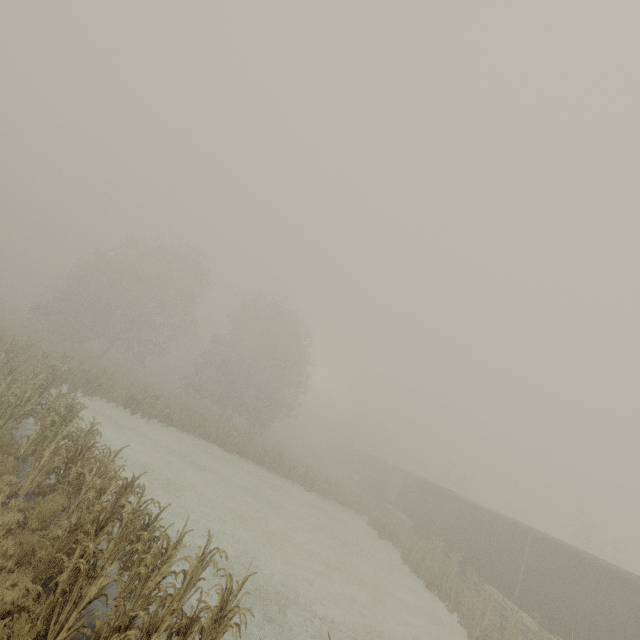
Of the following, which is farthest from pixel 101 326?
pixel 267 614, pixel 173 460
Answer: pixel 267 614

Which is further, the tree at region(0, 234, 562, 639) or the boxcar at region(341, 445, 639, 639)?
the boxcar at region(341, 445, 639, 639)

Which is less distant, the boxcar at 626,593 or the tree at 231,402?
the tree at 231,402
